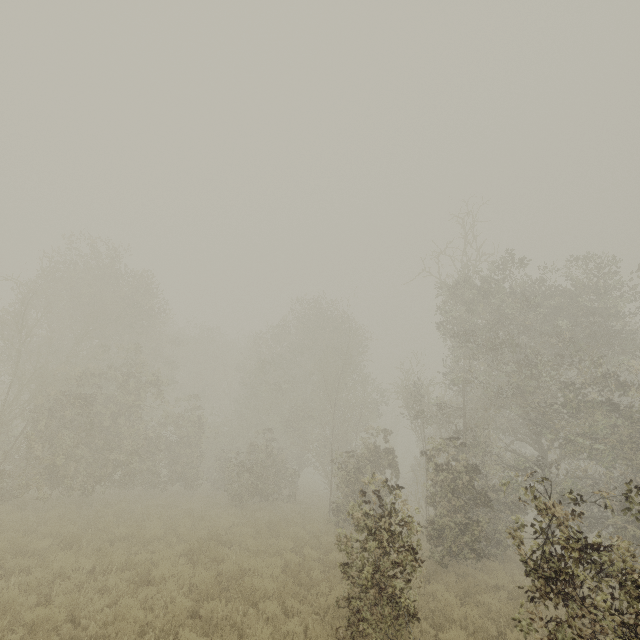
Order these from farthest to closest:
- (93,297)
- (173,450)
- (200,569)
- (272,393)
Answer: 1. (272,393)
2. (173,450)
3. (93,297)
4. (200,569)
